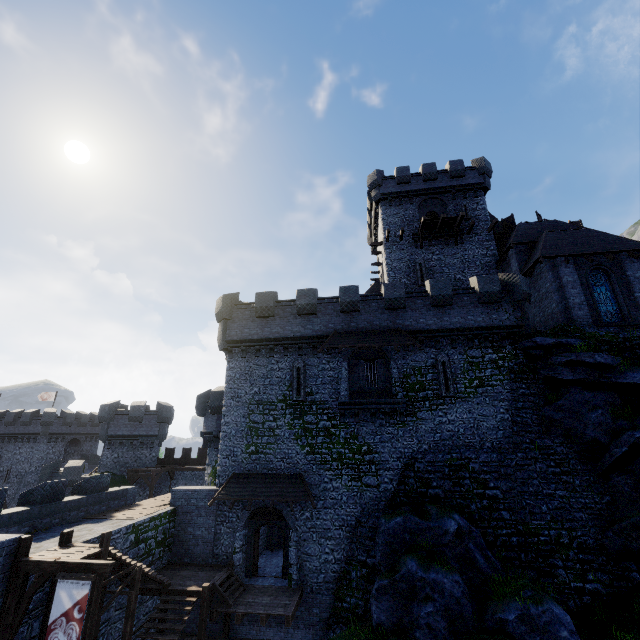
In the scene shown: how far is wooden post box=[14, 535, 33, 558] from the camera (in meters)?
10.18

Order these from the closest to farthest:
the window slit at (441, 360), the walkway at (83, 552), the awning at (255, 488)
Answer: the walkway at (83, 552) → the awning at (255, 488) → the window slit at (441, 360)

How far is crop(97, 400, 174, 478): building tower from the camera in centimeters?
3306cm

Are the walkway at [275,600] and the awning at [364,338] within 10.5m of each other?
A: no

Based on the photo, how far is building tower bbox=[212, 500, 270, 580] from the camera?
18.2 meters

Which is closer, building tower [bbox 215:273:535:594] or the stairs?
the stairs

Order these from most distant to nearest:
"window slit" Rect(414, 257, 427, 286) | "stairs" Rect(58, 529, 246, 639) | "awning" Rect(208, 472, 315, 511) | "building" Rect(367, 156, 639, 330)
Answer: "window slit" Rect(414, 257, 427, 286)
"building" Rect(367, 156, 639, 330)
"awning" Rect(208, 472, 315, 511)
"stairs" Rect(58, 529, 246, 639)

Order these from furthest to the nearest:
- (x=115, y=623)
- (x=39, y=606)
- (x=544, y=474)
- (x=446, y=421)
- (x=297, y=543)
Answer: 1. (x=446, y=421)
2. (x=297, y=543)
3. (x=544, y=474)
4. (x=115, y=623)
5. (x=39, y=606)
